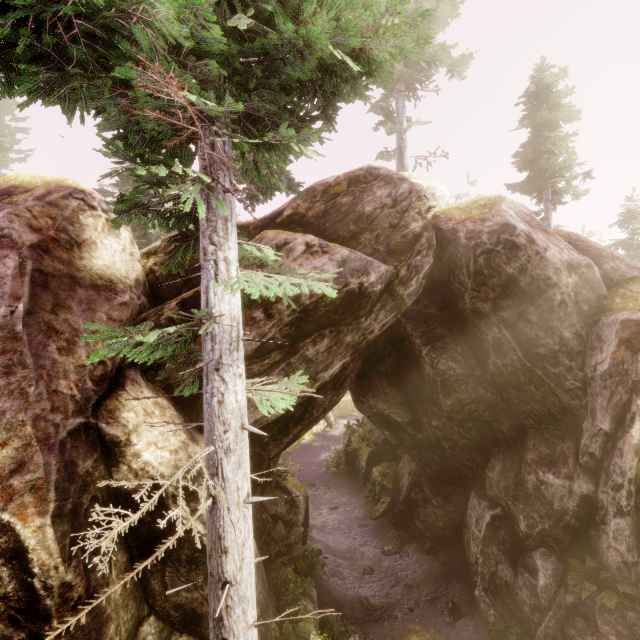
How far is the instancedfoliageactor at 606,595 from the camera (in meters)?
8.41

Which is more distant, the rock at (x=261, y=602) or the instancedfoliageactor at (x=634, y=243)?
the instancedfoliageactor at (x=634, y=243)

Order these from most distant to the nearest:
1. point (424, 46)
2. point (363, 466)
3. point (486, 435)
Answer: point (363, 466)
point (424, 46)
point (486, 435)

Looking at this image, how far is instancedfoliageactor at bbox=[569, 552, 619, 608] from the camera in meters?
8.4 m

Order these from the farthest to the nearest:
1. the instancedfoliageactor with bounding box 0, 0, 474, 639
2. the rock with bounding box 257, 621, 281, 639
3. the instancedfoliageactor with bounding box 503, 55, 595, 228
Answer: the instancedfoliageactor with bounding box 503, 55, 595, 228 < the rock with bounding box 257, 621, 281, 639 < the instancedfoliageactor with bounding box 0, 0, 474, 639

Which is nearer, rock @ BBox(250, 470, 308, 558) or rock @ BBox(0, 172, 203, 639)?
rock @ BBox(0, 172, 203, 639)
